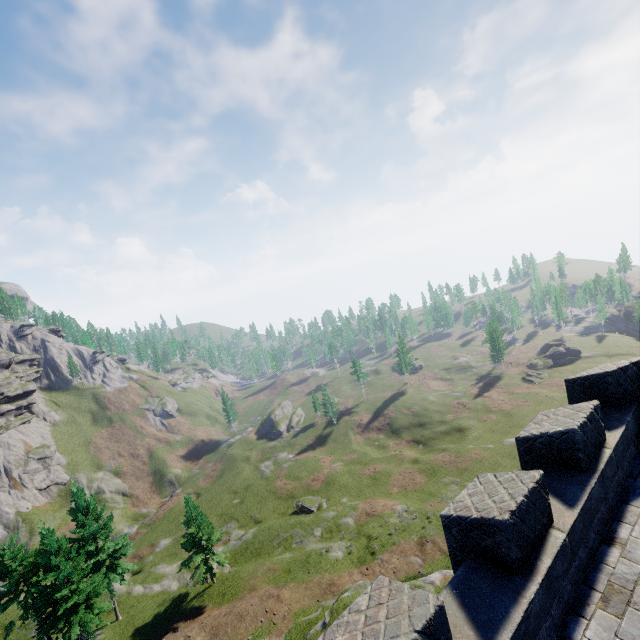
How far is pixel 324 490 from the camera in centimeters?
5338cm
